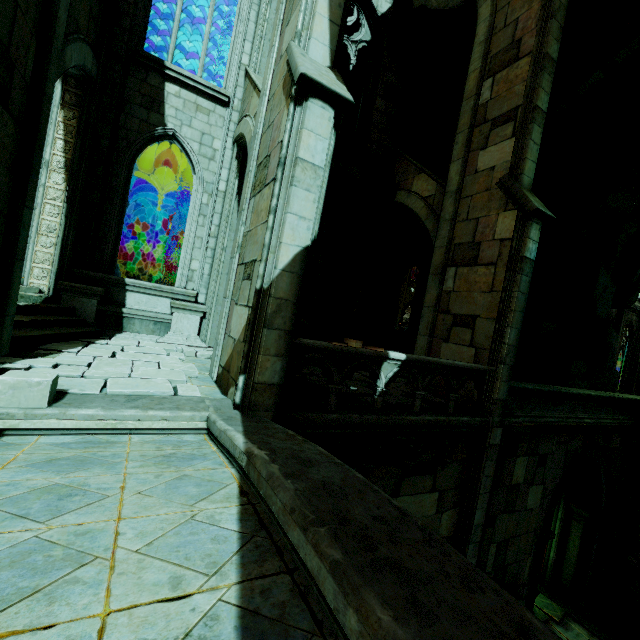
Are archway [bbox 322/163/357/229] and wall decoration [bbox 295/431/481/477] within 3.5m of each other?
no

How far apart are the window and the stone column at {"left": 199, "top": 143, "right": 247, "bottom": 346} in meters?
4.1 m

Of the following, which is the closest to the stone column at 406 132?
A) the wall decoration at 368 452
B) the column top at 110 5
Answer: the wall decoration at 368 452

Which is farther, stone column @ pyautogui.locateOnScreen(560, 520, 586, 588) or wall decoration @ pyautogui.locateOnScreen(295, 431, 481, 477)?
stone column @ pyautogui.locateOnScreen(560, 520, 586, 588)

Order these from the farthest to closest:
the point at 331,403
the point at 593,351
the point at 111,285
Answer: the point at 593,351 → the point at 111,285 → the point at 331,403

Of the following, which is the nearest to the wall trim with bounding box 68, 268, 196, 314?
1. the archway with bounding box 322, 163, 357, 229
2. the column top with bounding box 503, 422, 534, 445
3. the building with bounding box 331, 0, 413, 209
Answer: the building with bounding box 331, 0, 413, 209

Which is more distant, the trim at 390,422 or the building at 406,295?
the building at 406,295

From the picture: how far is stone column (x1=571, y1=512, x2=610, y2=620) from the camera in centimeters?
1115cm
